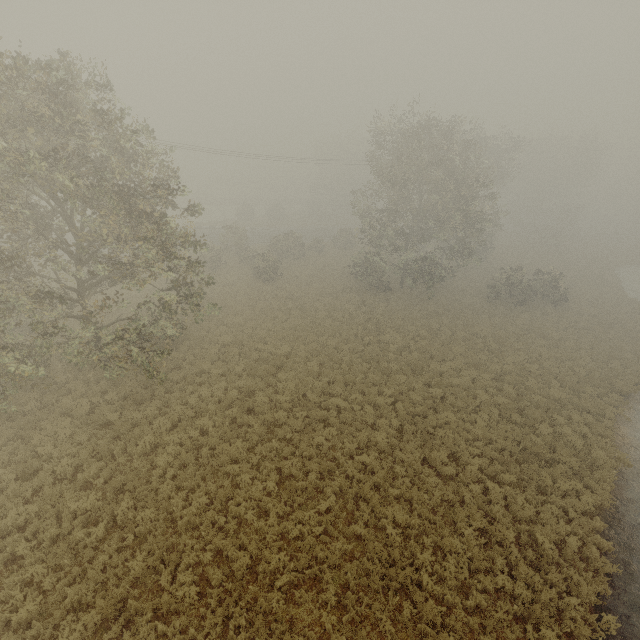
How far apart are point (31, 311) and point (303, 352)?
12.92m
